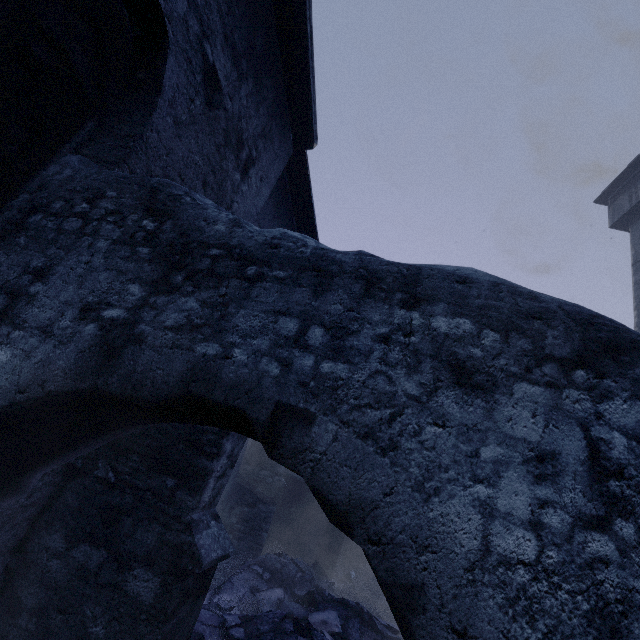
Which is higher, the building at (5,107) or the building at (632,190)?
the building at (632,190)

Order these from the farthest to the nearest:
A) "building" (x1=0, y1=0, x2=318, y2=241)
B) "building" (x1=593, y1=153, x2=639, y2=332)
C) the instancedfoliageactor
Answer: "building" (x1=593, y1=153, x2=639, y2=332) → the instancedfoliageactor → "building" (x1=0, y1=0, x2=318, y2=241)

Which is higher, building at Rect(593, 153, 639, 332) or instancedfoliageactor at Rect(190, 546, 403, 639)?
building at Rect(593, 153, 639, 332)

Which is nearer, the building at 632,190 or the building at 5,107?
the building at 5,107

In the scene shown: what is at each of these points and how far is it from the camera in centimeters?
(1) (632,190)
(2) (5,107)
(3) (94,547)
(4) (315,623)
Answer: (1) building, 1080cm
(2) building, 191cm
(3) building, 238cm
(4) instancedfoliageactor, 571cm

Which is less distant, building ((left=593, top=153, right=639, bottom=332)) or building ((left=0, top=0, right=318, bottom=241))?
building ((left=0, top=0, right=318, bottom=241))

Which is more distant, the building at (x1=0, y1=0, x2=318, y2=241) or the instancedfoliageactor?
the instancedfoliageactor
